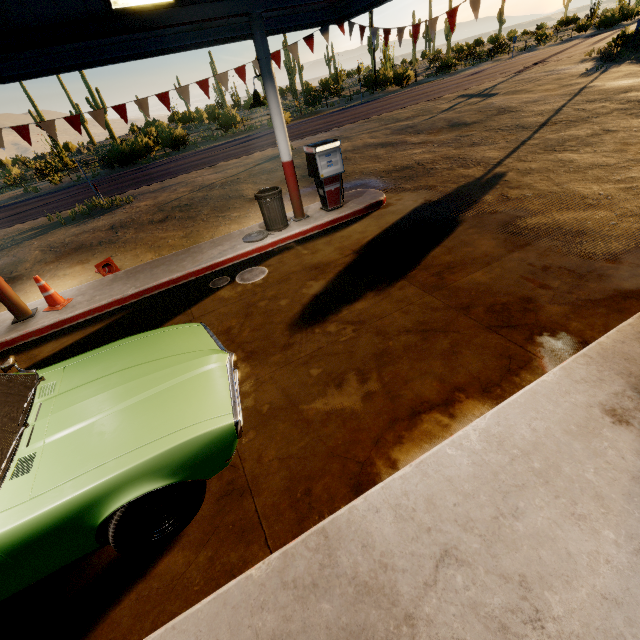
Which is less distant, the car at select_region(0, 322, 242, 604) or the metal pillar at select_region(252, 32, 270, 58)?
the car at select_region(0, 322, 242, 604)

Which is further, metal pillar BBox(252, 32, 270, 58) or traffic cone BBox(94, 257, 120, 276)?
traffic cone BBox(94, 257, 120, 276)

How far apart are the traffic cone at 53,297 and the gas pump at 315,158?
6.02m

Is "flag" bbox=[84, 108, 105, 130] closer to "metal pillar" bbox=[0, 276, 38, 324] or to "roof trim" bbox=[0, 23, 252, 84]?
"roof trim" bbox=[0, 23, 252, 84]

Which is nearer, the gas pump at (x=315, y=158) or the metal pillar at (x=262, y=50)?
the metal pillar at (x=262, y=50)

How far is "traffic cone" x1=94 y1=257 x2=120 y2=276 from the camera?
7.6m

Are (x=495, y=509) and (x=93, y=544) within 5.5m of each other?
yes
